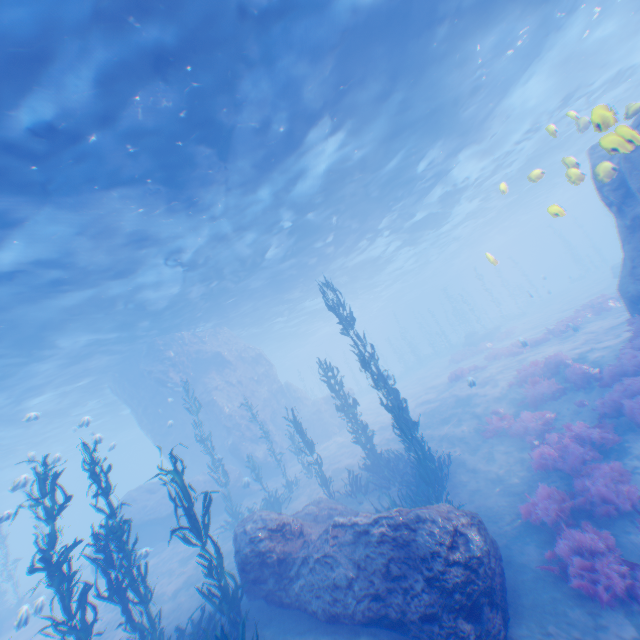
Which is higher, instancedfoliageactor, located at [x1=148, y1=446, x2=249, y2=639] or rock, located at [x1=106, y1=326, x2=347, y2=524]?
rock, located at [x1=106, y1=326, x2=347, y2=524]

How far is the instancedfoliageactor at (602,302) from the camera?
18.8 meters

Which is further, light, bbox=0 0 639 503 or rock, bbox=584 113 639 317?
light, bbox=0 0 639 503

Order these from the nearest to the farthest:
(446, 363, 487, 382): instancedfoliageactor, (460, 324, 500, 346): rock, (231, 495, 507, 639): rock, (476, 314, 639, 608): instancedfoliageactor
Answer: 1. (231, 495, 507, 639): rock
2. (476, 314, 639, 608): instancedfoliageactor
3. (446, 363, 487, 382): instancedfoliageactor
4. (460, 324, 500, 346): rock

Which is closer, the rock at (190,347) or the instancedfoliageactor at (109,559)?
the instancedfoliageactor at (109,559)

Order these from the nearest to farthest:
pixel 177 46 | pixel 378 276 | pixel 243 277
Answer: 1. pixel 177 46
2. pixel 243 277
3. pixel 378 276

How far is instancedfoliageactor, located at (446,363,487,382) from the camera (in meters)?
21.06

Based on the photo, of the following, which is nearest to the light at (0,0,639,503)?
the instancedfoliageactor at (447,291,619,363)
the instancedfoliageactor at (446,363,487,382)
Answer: the instancedfoliageactor at (447,291,619,363)
